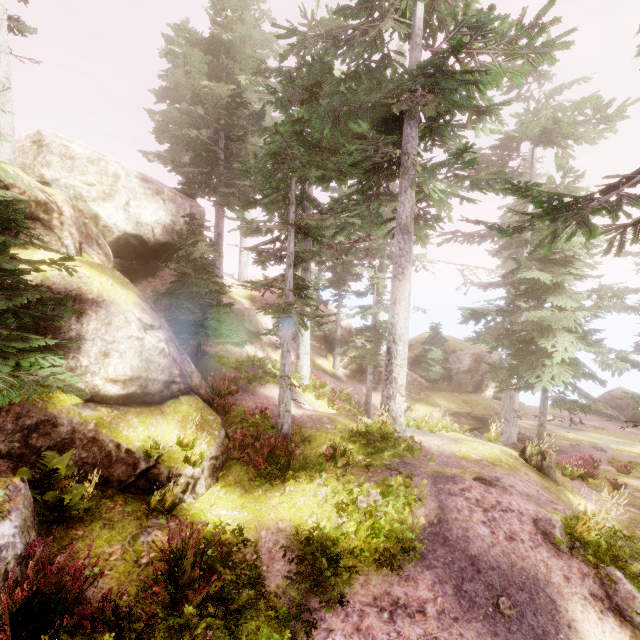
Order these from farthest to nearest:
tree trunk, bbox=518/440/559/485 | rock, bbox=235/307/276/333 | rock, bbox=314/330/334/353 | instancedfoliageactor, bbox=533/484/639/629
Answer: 1. rock, bbox=314/330/334/353
2. rock, bbox=235/307/276/333
3. tree trunk, bbox=518/440/559/485
4. instancedfoliageactor, bbox=533/484/639/629

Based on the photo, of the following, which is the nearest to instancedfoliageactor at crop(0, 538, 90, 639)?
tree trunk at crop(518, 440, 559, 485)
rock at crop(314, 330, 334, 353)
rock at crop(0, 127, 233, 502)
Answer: rock at crop(0, 127, 233, 502)

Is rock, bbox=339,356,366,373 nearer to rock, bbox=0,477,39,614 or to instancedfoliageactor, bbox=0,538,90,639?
instancedfoliageactor, bbox=0,538,90,639

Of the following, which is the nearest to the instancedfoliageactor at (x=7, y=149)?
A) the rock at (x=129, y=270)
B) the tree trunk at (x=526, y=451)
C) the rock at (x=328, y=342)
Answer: the rock at (x=129, y=270)

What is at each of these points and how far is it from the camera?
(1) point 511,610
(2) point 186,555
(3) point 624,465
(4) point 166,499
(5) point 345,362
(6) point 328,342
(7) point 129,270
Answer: (1) instancedfoliageactor, 4.9 meters
(2) instancedfoliageactor, 5.7 meters
(3) instancedfoliageactor, 15.9 meters
(4) instancedfoliageactor, 6.8 meters
(5) rock, 24.5 meters
(6) rock, 25.6 meters
(7) rock, 15.5 meters

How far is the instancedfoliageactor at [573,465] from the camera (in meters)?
12.74

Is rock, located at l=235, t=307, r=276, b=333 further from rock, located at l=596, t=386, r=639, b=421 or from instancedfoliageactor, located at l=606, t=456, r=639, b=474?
rock, located at l=596, t=386, r=639, b=421

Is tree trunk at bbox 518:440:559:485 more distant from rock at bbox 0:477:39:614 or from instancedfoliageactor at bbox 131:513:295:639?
rock at bbox 0:477:39:614
